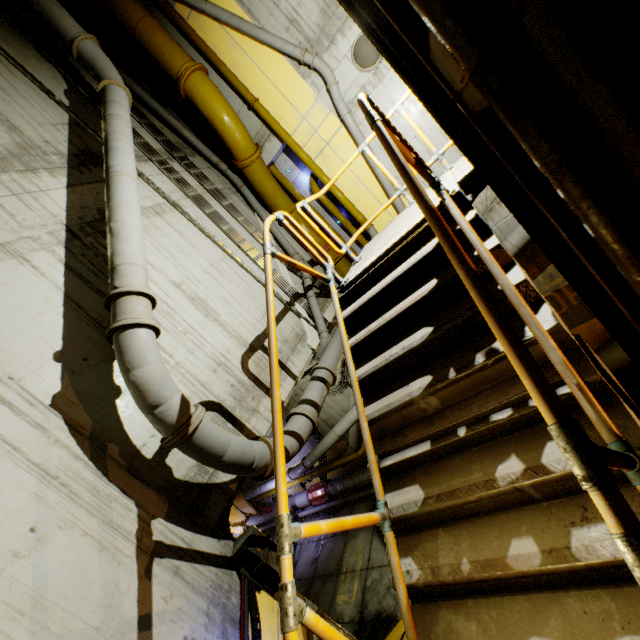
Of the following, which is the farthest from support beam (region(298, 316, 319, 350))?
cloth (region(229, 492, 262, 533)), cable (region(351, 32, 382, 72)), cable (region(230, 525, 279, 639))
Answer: cloth (region(229, 492, 262, 533))

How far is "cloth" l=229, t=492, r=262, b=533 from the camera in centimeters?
1831cm

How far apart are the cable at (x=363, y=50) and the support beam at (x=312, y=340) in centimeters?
608cm

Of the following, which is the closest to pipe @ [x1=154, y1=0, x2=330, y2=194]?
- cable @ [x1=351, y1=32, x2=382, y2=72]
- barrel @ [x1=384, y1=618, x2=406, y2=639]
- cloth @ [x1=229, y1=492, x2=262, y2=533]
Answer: cloth @ [x1=229, y1=492, x2=262, y2=533]

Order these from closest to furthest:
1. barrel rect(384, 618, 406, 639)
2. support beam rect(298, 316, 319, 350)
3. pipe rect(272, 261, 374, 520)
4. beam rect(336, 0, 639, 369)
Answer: beam rect(336, 0, 639, 369)
pipe rect(272, 261, 374, 520)
barrel rect(384, 618, 406, 639)
support beam rect(298, 316, 319, 350)

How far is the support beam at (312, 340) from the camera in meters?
8.4 m

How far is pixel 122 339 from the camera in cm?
407

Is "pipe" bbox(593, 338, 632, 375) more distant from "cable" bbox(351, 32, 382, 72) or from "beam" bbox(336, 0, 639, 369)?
"cable" bbox(351, 32, 382, 72)
